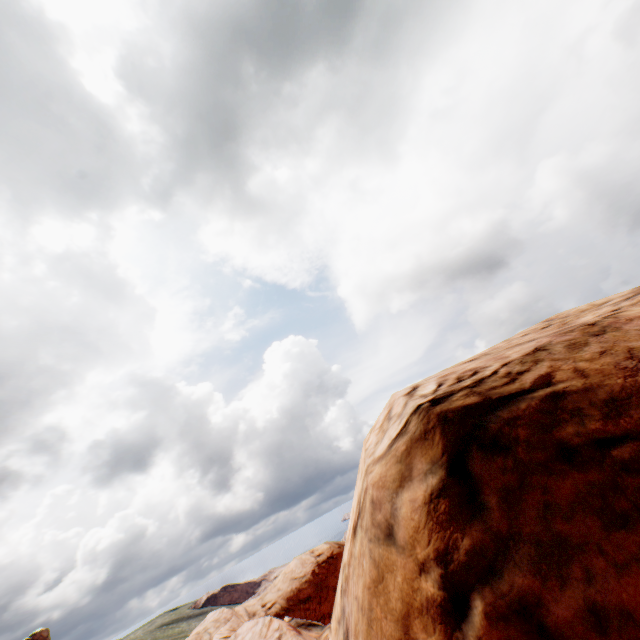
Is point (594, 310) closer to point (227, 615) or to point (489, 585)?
point (489, 585)
